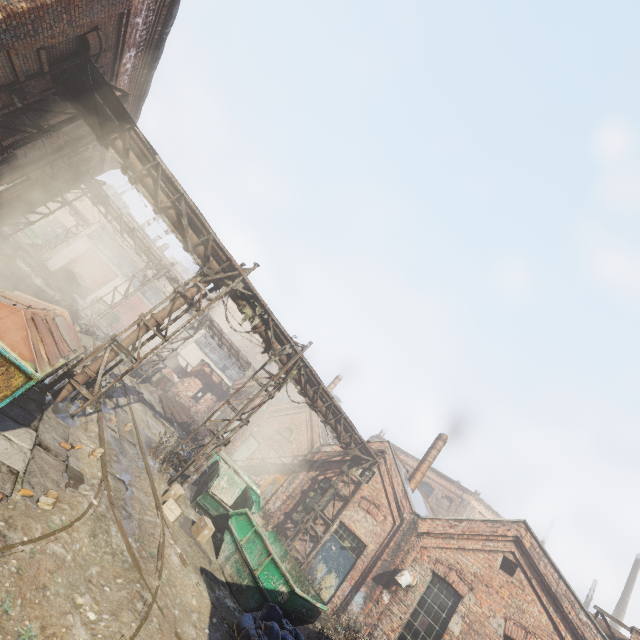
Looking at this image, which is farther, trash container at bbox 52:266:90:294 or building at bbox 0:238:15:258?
trash container at bbox 52:266:90:294

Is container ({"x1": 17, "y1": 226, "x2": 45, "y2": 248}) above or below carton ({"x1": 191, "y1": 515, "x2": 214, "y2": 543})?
above

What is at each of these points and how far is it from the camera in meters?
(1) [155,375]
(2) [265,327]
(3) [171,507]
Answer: (1) trash container, 24.6
(2) pipe, 12.2
(3) carton, 9.0

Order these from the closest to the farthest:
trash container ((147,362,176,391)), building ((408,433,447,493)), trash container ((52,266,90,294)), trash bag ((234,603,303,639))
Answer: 1. trash bag ((234,603,303,639))
2. building ((408,433,447,493))
3. trash container ((147,362,176,391))
4. trash container ((52,266,90,294))

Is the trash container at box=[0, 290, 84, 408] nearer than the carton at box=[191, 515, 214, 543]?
Yes

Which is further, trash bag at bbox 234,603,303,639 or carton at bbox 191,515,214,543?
carton at bbox 191,515,214,543

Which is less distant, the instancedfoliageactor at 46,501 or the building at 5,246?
the instancedfoliageactor at 46,501

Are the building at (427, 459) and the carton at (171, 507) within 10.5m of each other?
no
